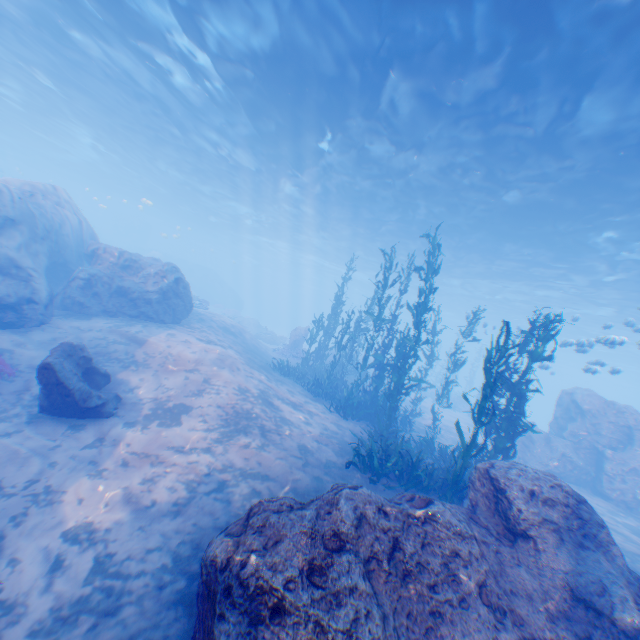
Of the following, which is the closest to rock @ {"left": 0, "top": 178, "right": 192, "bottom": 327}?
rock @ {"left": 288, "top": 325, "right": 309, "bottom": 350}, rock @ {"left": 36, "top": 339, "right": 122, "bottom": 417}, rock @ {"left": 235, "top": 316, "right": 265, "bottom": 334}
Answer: rock @ {"left": 36, "top": 339, "right": 122, "bottom": 417}

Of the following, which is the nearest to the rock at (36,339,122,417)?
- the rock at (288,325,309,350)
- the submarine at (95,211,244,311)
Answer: → the rock at (288,325,309,350)

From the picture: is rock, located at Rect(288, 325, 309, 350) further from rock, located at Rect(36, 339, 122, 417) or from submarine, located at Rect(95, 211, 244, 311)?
rock, located at Rect(36, 339, 122, 417)

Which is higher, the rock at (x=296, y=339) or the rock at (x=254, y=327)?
the rock at (x=296, y=339)

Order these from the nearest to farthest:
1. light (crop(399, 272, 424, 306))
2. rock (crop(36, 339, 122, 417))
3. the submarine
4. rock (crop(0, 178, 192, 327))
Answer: rock (crop(36, 339, 122, 417)) → rock (crop(0, 178, 192, 327)) → light (crop(399, 272, 424, 306)) → the submarine

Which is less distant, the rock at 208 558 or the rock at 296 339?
the rock at 208 558

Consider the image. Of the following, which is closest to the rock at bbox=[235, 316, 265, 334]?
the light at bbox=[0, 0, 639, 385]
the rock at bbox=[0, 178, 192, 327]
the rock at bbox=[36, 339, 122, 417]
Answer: the rock at bbox=[0, 178, 192, 327]

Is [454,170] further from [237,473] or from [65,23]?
[65,23]
